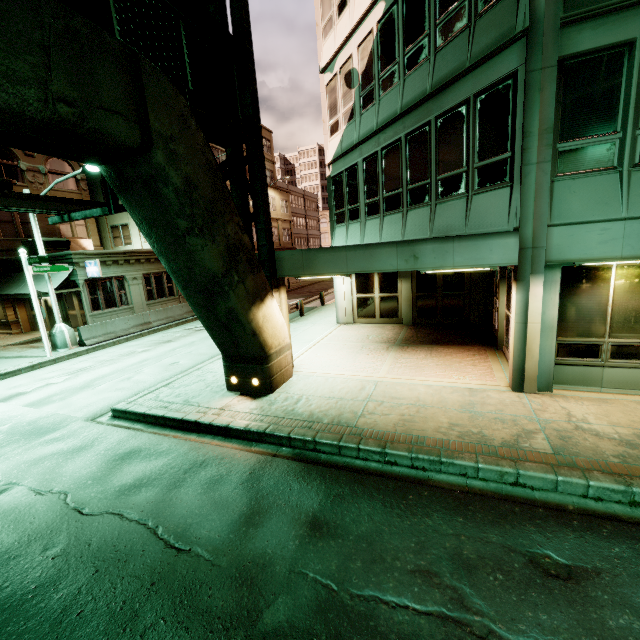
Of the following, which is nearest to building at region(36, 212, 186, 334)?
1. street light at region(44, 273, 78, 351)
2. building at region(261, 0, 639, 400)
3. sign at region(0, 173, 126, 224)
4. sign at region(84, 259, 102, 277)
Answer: sign at region(84, 259, 102, 277)

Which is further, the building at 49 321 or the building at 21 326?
the building at 21 326

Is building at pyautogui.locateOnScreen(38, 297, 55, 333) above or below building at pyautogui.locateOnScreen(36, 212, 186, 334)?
below

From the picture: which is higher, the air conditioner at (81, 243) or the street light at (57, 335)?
the air conditioner at (81, 243)

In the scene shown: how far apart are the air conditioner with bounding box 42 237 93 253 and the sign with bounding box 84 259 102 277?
4.51m

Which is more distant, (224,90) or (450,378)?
(450,378)

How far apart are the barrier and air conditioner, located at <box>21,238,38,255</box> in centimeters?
782cm
